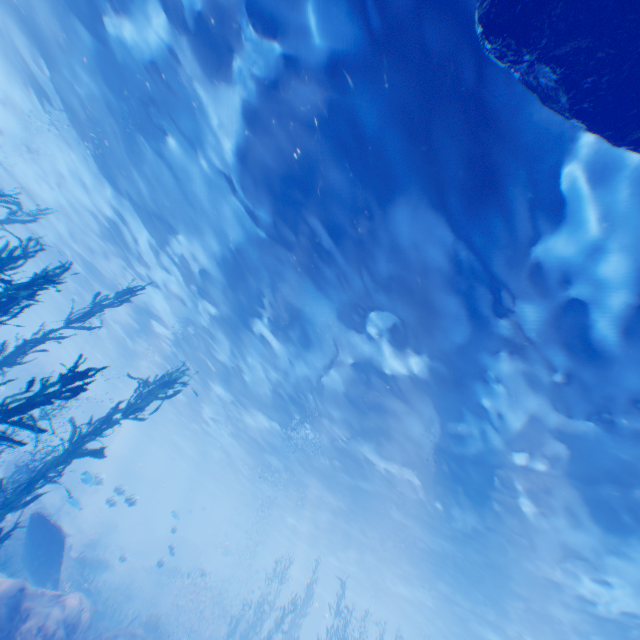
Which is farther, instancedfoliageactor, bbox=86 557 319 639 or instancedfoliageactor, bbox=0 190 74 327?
instancedfoliageactor, bbox=86 557 319 639

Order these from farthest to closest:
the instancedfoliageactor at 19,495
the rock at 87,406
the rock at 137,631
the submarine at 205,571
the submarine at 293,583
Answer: the submarine at 205,571 → the submarine at 293,583 → the rock at 87,406 → the rock at 137,631 → the instancedfoliageactor at 19,495

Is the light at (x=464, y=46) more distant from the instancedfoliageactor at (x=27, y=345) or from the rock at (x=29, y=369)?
the instancedfoliageactor at (x=27, y=345)

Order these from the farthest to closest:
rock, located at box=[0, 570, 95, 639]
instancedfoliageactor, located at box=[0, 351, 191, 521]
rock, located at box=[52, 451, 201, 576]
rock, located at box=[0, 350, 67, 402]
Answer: rock, located at box=[0, 350, 67, 402]
rock, located at box=[52, 451, 201, 576]
rock, located at box=[0, 570, 95, 639]
instancedfoliageactor, located at box=[0, 351, 191, 521]

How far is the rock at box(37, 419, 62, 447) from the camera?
13.21m

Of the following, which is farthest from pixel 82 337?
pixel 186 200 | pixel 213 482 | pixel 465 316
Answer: pixel 465 316

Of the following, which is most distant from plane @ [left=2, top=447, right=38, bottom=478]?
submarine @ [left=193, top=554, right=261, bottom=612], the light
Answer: submarine @ [left=193, top=554, right=261, bottom=612]
